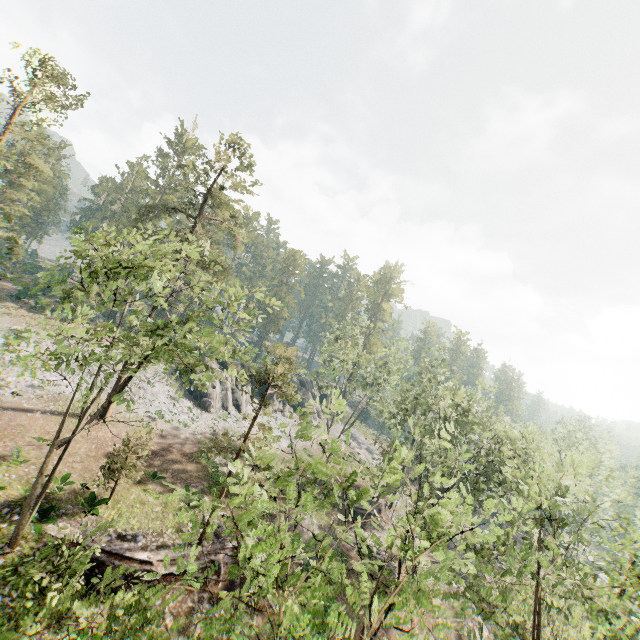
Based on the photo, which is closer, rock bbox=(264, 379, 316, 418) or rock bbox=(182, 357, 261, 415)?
rock bbox=(182, 357, 261, 415)

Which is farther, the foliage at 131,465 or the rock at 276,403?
the rock at 276,403

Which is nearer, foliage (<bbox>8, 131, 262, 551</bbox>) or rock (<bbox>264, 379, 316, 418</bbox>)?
foliage (<bbox>8, 131, 262, 551</bbox>)

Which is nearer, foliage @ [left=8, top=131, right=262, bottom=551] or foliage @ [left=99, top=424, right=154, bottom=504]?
foliage @ [left=8, top=131, right=262, bottom=551]

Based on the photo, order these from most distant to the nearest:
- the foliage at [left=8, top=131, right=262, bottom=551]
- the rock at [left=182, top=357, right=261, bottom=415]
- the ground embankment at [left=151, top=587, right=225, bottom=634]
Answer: the rock at [left=182, top=357, right=261, bottom=415] < the ground embankment at [left=151, top=587, right=225, bottom=634] < the foliage at [left=8, top=131, right=262, bottom=551]

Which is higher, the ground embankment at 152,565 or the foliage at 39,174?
the foliage at 39,174

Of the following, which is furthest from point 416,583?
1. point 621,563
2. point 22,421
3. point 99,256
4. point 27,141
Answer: point 27,141

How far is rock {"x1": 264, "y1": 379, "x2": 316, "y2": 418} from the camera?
51.5 meters
